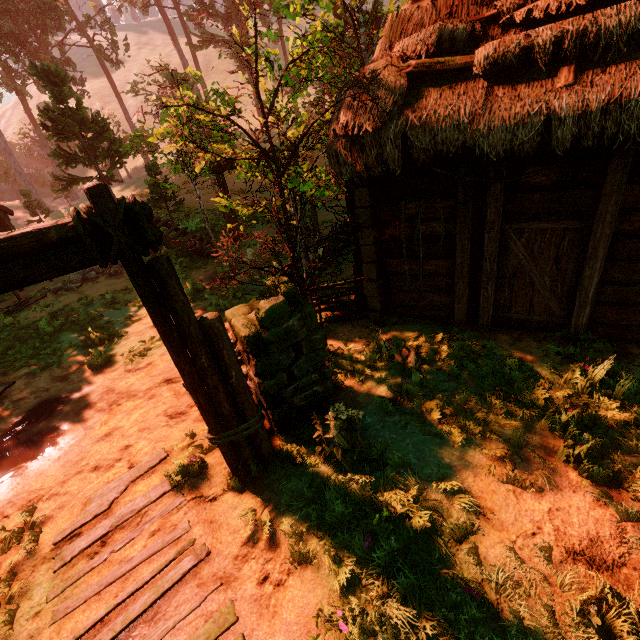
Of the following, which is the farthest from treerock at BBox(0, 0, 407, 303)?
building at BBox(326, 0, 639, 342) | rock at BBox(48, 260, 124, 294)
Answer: rock at BBox(48, 260, 124, 294)

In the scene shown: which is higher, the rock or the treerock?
the treerock

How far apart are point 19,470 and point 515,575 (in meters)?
7.09

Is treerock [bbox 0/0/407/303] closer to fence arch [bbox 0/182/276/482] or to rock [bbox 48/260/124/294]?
fence arch [bbox 0/182/276/482]

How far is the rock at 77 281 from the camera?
12.2m

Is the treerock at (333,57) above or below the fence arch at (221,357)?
above

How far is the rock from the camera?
12.20m

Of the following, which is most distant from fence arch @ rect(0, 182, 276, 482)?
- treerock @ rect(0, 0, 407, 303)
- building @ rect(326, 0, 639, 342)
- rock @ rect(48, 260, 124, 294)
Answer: rock @ rect(48, 260, 124, 294)
